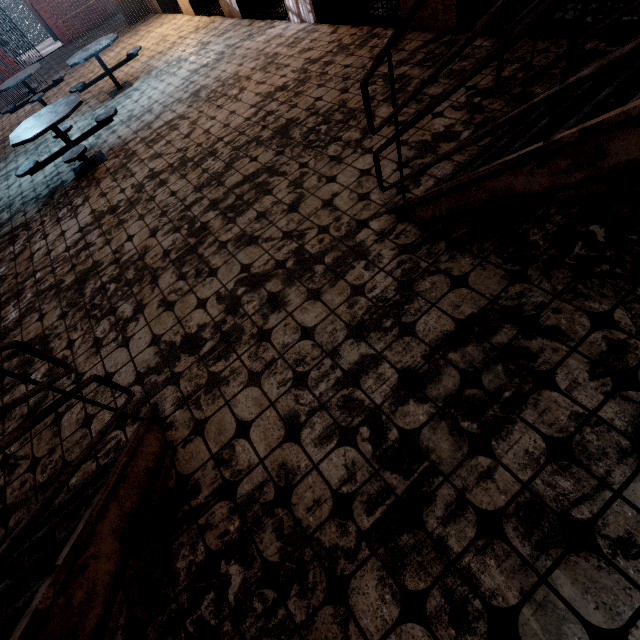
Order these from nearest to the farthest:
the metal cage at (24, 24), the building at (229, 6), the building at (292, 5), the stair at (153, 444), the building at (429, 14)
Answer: the stair at (153, 444), the building at (429, 14), the building at (292, 5), the building at (229, 6), the metal cage at (24, 24)

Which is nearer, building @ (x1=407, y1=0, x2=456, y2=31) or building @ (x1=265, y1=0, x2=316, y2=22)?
building @ (x1=407, y1=0, x2=456, y2=31)

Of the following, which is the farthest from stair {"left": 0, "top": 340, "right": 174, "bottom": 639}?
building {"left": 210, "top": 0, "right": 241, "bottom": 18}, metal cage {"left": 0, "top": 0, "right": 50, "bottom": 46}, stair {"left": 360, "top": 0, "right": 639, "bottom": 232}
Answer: metal cage {"left": 0, "top": 0, "right": 50, "bottom": 46}

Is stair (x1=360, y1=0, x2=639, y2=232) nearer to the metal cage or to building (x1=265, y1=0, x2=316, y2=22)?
building (x1=265, y1=0, x2=316, y2=22)

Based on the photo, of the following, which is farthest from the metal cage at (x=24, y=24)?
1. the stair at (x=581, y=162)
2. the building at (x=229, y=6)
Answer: the stair at (x=581, y=162)

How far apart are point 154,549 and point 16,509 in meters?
1.3 m

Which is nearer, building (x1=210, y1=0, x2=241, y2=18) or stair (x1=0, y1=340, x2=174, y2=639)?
stair (x1=0, y1=340, x2=174, y2=639)
